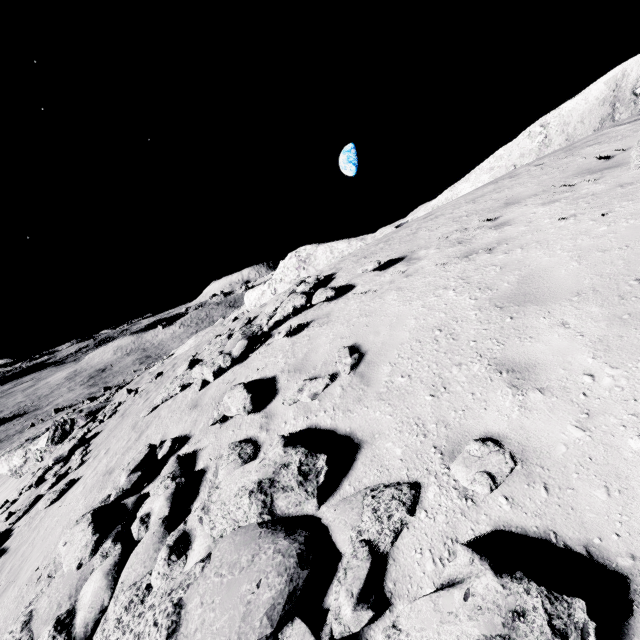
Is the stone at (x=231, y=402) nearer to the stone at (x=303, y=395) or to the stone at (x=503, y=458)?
the stone at (x=303, y=395)

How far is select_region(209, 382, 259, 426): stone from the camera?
6.2 meters

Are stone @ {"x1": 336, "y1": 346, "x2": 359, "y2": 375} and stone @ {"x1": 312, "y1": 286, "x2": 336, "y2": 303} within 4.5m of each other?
yes

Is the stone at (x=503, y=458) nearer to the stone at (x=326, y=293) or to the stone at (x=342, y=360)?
the stone at (x=342, y=360)

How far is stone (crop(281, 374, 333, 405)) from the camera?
5.4m

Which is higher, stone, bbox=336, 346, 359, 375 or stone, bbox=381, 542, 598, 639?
stone, bbox=336, 346, 359, 375

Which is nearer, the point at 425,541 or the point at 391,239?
the point at 425,541

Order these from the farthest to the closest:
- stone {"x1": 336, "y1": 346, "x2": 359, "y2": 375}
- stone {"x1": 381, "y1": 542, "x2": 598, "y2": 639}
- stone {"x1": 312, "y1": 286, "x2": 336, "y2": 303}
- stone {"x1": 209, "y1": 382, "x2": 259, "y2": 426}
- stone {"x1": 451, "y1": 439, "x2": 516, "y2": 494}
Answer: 1. stone {"x1": 312, "y1": 286, "x2": 336, "y2": 303}
2. stone {"x1": 209, "y1": 382, "x2": 259, "y2": 426}
3. stone {"x1": 336, "y1": 346, "x2": 359, "y2": 375}
4. stone {"x1": 451, "y1": 439, "x2": 516, "y2": 494}
5. stone {"x1": 381, "y1": 542, "x2": 598, "y2": 639}
